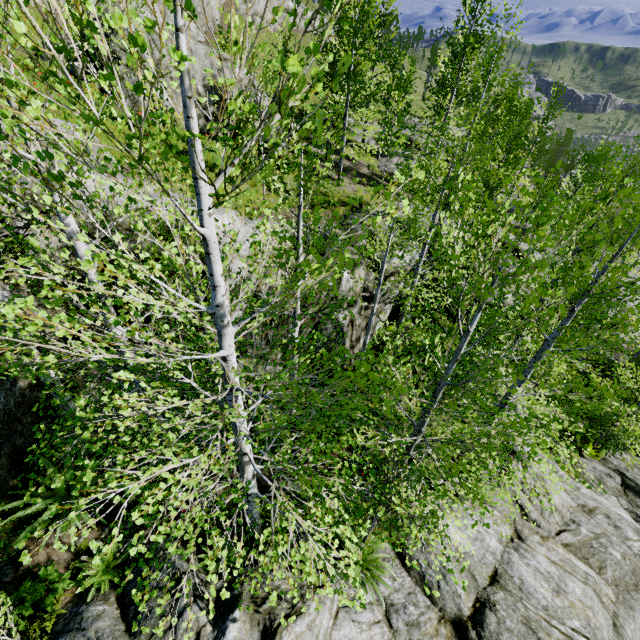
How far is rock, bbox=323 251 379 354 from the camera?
11.30m

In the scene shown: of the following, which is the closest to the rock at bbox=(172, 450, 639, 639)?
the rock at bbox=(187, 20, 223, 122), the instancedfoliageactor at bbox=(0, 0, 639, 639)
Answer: the instancedfoliageactor at bbox=(0, 0, 639, 639)

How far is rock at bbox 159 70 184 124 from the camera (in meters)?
13.95

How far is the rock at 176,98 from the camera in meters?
13.9 m

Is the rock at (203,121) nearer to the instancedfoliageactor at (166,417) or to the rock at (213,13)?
the rock at (213,13)

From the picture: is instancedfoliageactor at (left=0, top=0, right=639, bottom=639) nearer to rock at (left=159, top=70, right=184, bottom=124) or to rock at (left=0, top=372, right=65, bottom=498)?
rock at (left=0, top=372, right=65, bottom=498)

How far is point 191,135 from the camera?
1.29m
